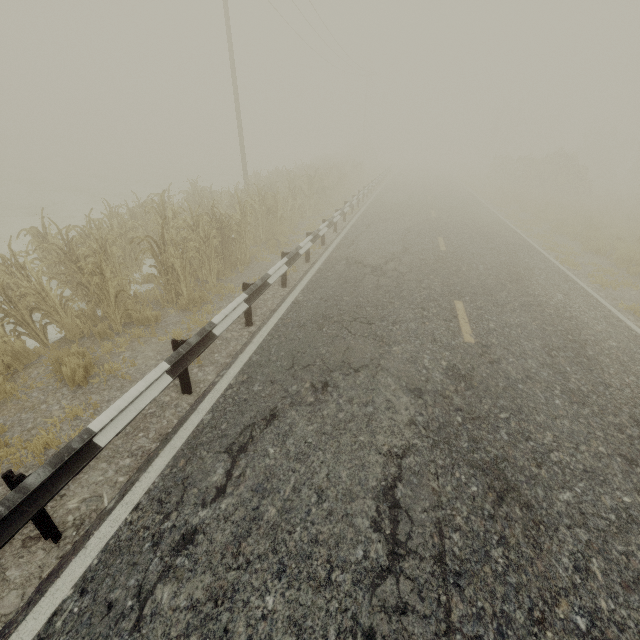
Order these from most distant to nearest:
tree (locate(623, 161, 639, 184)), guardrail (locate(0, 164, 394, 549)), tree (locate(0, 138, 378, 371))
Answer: tree (locate(623, 161, 639, 184)), tree (locate(0, 138, 378, 371)), guardrail (locate(0, 164, 394, 549))

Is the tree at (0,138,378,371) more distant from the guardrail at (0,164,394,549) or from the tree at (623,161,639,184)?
the tree at (623,161,639,184)

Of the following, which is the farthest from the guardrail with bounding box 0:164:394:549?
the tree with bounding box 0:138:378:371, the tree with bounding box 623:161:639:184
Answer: the tree with bounding box 623:161:639:184

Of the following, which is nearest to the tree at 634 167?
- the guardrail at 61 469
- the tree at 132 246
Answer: the guardrail at 61 469

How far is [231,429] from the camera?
3.9 meters

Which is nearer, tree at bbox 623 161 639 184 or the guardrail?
the guardrail
